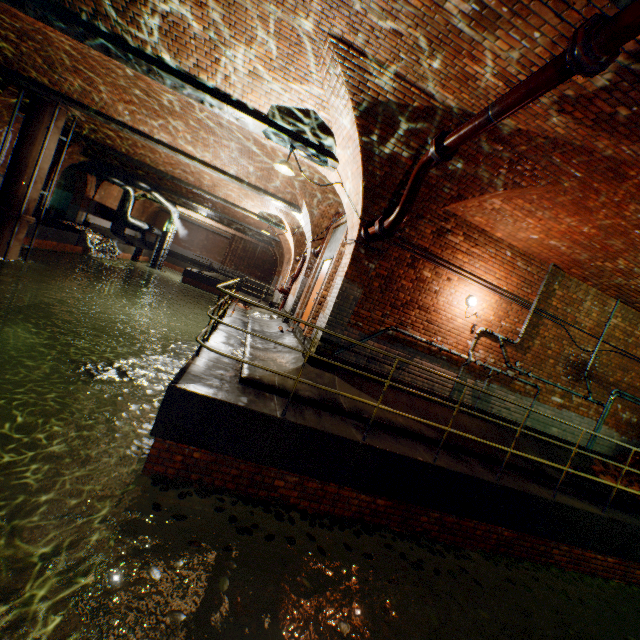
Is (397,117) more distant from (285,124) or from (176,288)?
(176,288)

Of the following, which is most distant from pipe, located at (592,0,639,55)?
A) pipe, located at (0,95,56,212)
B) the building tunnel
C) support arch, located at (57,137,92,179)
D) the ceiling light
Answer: the building tunnel

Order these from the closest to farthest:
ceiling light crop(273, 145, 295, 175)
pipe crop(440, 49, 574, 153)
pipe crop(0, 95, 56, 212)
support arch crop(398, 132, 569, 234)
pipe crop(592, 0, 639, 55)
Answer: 1. pipe crop(592, 0, 639, 55)
2. pipe crop(440, 49, 574, 153)
3. support arch crop(398, 132, 569, 234)
4. ceiling light crop(273, 145, 295, 175)
5. pipe crop(0, 95, 56, 212)

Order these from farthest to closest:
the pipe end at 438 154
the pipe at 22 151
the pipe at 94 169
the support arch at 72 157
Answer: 1. the pipe at 94 169
2. the support arch at 72 157
3. the pipe at 22 151
4. the pipe end at 438 154

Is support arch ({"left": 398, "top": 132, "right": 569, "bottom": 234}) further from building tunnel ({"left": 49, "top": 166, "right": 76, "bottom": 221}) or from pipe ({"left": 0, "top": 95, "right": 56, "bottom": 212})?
building tunnel ({"left": 49, "top": 166, "right": 76, "bottom": 221})

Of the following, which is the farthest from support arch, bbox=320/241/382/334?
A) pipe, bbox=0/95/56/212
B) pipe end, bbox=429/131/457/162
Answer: pipe, bbox=0/95/56/212

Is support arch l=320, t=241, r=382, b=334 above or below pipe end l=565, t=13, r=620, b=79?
below

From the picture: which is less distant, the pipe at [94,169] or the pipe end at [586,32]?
the pipe end at [586,32]
